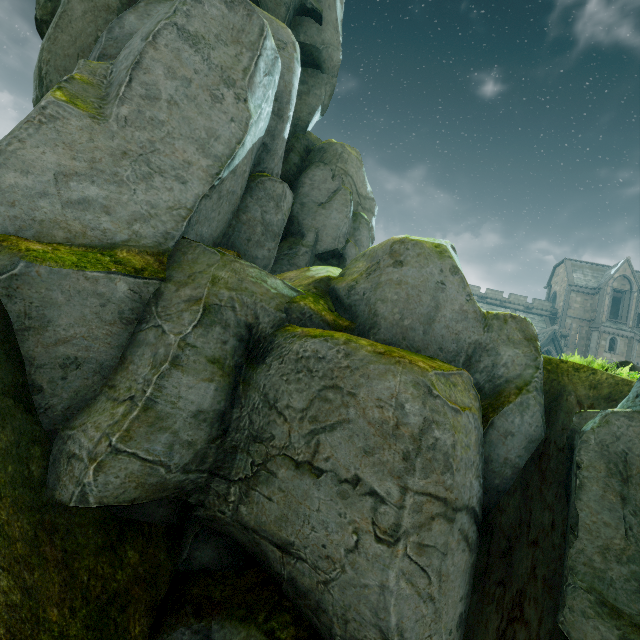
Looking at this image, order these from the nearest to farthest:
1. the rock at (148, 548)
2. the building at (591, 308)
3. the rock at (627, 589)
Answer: the rock at (627, 589) < the rock at (148, 548) < the building at (591, 308)

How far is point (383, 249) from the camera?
7.1 meters

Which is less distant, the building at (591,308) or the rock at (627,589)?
the rock at (627,589)

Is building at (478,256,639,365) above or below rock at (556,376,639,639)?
above

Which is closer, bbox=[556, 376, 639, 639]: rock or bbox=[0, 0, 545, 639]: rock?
bbox=[556, 376, 639, 639]: rock

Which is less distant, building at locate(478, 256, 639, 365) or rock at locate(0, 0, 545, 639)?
rock at locate(0, 0, 545, 639)

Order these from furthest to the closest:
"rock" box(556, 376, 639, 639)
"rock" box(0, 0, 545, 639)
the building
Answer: the building < "rock" box(0, 0, 545, 639) < "rock" box(556, 376, 639, 639)
